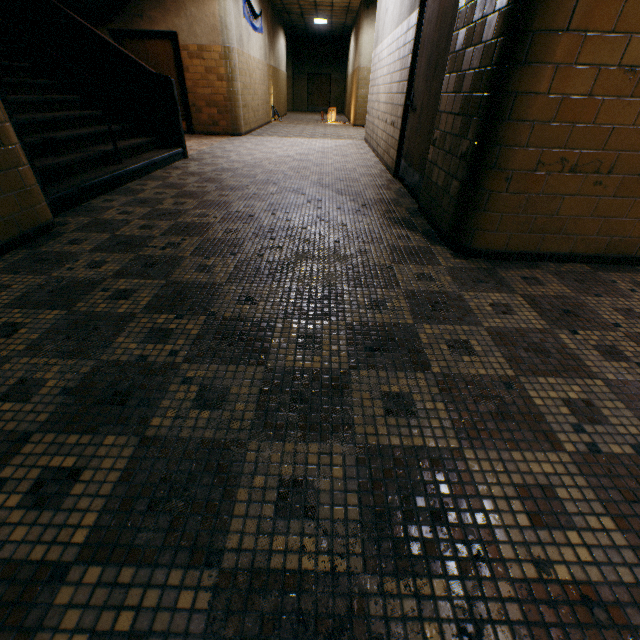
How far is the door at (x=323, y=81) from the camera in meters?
22.0

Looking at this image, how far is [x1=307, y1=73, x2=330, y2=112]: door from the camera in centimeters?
2197cm

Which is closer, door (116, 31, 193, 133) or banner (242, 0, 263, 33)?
door (116, 31, 193, 133)

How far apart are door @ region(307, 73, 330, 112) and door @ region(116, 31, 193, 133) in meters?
17.0

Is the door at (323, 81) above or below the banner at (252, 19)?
below

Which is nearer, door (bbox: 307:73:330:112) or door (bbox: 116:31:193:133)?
door (bbox: 116:31:193:133)

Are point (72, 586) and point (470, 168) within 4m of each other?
yes

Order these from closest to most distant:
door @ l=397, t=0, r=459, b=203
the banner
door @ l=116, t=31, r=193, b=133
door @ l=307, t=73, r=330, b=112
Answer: door @ l=397, t=0, r=459, b=203 → door @ l=116, t=31, r=193, b=133 → the banner → door @ l=307, t=73, r=330, b=112
